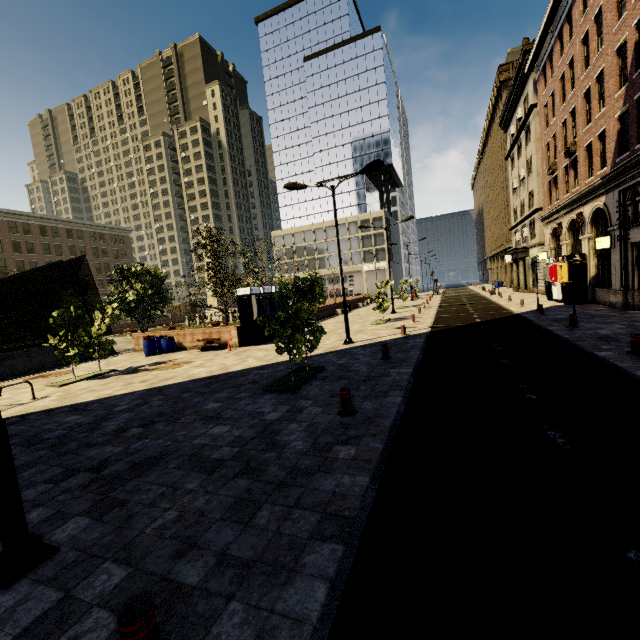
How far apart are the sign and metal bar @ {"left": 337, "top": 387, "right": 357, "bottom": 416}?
18.01m

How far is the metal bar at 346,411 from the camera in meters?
6.8 m

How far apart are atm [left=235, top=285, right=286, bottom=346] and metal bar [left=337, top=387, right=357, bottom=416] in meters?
11.5

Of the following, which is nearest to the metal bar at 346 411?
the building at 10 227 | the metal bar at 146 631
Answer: the metal bar at 146 631

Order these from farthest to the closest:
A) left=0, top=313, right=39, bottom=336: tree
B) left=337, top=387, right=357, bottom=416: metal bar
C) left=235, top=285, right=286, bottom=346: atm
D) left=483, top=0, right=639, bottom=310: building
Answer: left=0, top=313, right=39, bottom=336: tree
left=235, top=285, right=286, bottom=346: atm
left=483, top=0, right=639, bottom=310: building
left=337, top=387, right=357, bottom=416: metal bar

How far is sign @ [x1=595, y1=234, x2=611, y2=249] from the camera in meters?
16.8

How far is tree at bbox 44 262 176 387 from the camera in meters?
13.3

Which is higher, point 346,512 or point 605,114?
point 605,114
